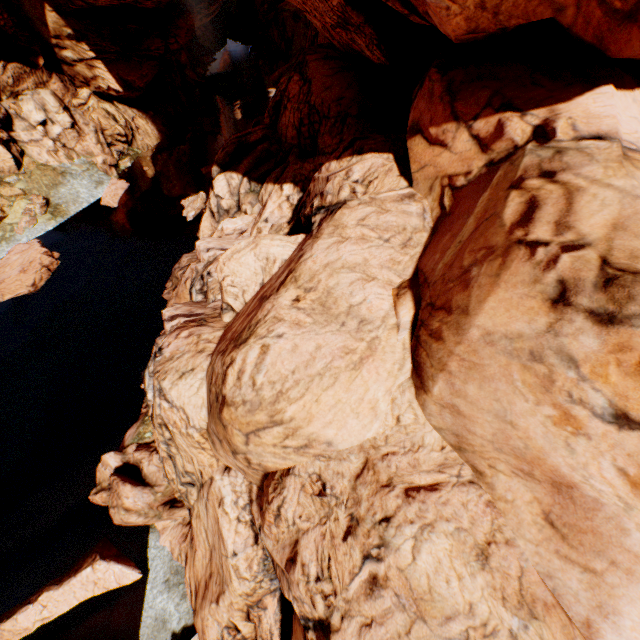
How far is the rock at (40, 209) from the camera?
23.5 meters

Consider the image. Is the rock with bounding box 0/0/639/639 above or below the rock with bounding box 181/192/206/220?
above

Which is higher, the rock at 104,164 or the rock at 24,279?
the rock at 104,164

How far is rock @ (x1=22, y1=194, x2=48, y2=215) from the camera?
23.5 meters

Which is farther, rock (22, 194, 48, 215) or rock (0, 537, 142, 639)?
rock (22, 194, 48, 215)

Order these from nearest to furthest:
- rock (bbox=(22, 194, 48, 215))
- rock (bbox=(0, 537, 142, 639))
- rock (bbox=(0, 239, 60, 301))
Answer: rock (bbox=(0, 537, 142, 639)) → rock (bbox=(0, 239, 60, 301)) → rock (bbox=(22, 194, 48, 215))

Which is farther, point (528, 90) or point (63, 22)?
point (63, 22)
